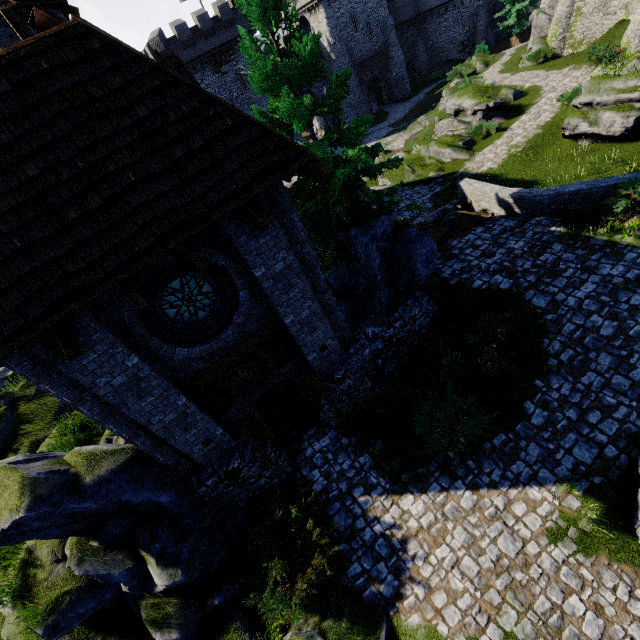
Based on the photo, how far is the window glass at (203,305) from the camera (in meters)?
6.64

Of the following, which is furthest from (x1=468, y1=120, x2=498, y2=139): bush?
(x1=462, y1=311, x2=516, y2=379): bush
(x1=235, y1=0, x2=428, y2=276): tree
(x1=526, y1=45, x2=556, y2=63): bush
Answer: (x1=462, y1=311, x2=516, y2=379): bush

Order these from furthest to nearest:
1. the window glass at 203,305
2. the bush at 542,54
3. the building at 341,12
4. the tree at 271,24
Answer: the building at 341,12 → the bush at 542,54 → the tree at 271,24 → the window glass at 203,305

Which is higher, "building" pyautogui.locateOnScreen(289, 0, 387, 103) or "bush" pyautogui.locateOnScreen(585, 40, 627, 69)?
"building" pyautogui.locateOnScreen(289, 0, 387, 103)

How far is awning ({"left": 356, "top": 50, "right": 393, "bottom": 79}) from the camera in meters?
43.5 m

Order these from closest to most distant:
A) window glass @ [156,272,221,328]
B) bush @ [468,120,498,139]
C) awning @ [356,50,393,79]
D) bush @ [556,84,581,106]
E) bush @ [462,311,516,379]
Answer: window glass @ [156,272,221,328], bush @ [462,311,516,379], bush @ [556,84,581,106], bush @ [468,120,498,139], awning @ [356,50,393,79]

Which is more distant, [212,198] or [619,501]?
[619,501]

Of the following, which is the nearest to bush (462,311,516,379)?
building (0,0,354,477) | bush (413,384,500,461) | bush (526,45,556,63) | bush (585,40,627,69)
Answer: bush (413,384,500,461)
